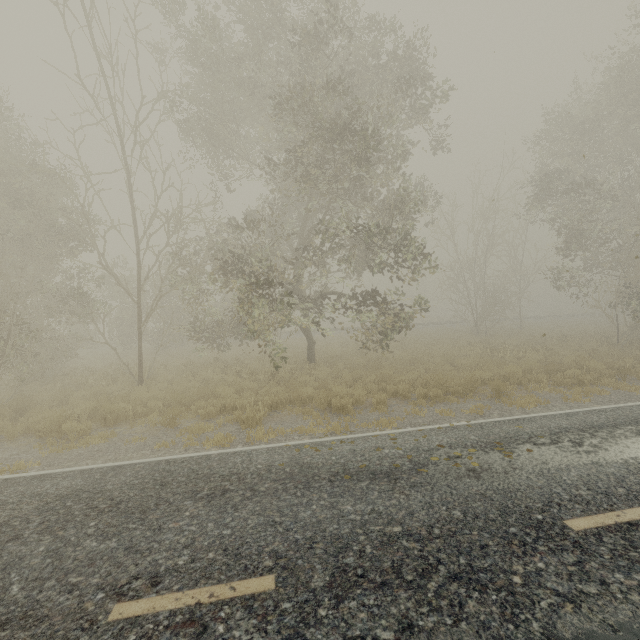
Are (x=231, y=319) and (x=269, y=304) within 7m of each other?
yes

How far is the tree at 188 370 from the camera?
12.3m

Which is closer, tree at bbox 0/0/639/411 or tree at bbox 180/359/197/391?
tree at bbox 0/0/639/411

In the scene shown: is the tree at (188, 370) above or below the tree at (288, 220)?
below

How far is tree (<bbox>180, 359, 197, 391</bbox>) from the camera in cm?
1229

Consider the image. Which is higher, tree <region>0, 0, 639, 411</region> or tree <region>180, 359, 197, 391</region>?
tree <region>0, 0, 639, 411</region>
